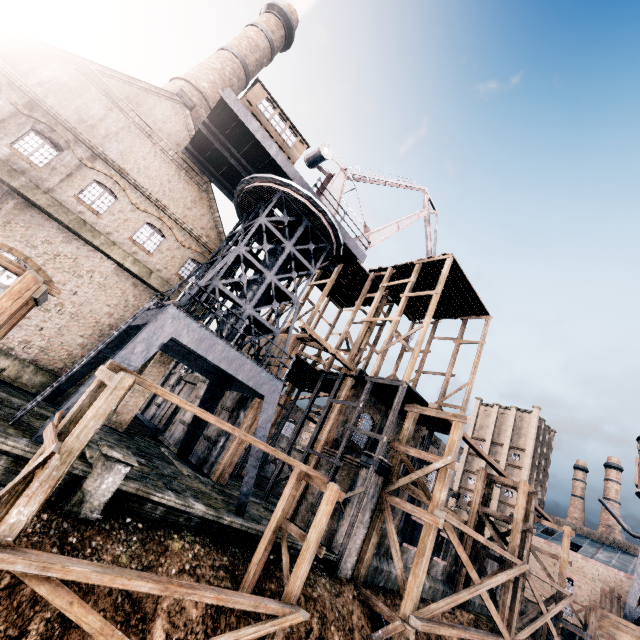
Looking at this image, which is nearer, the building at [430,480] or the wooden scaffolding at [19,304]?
the wooden scaffolding at [19,304]

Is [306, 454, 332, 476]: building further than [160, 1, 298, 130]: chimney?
No

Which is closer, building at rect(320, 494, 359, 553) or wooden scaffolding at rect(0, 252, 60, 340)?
wooden scaffolding at rect(0, 252, 60, 340)

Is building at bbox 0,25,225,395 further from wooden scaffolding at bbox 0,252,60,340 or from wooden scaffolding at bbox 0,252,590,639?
wooden scaffolding at bbox 0,252,60,340

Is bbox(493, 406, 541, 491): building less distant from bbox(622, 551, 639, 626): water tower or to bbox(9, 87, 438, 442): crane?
bbox(622, 551, 639, 626): water tower

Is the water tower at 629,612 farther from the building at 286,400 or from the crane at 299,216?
the crane at 299,216

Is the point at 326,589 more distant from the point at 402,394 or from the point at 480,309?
the point at 480,309

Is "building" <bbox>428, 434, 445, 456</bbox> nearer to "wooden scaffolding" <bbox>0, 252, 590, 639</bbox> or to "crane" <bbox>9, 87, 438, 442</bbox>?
"wooden scaffolding" <bbox>0, 252, 590, 639</bbox>
